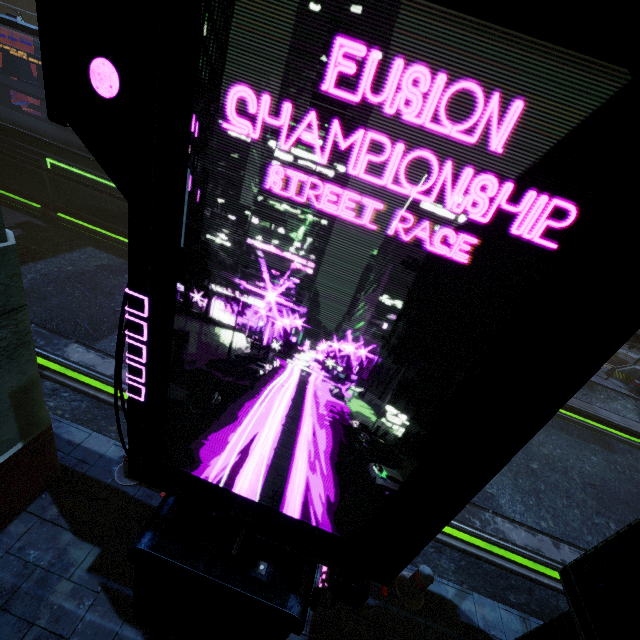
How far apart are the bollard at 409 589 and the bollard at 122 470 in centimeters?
421cm

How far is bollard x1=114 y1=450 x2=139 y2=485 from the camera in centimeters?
472cm

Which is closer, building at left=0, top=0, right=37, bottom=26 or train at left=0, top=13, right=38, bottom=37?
train at left=0, top=13, right=38, bottom=37

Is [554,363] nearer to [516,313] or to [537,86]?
[516,313]

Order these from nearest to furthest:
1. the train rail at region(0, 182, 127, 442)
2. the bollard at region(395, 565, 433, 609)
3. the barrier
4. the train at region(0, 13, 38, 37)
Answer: the bollard at region(395, 565, 433, 609), the train rail at region(0, 182, 127, 442), the train at region(0, 13, 38, 37), the barrier

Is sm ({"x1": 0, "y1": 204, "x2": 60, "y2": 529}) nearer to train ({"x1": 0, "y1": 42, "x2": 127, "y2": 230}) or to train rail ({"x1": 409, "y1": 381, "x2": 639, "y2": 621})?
train rail ({"x1": 409, "y1": 381, "x2": 639, "y2": 621})

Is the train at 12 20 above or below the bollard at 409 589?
above

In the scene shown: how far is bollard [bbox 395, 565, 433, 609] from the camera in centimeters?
451cm
